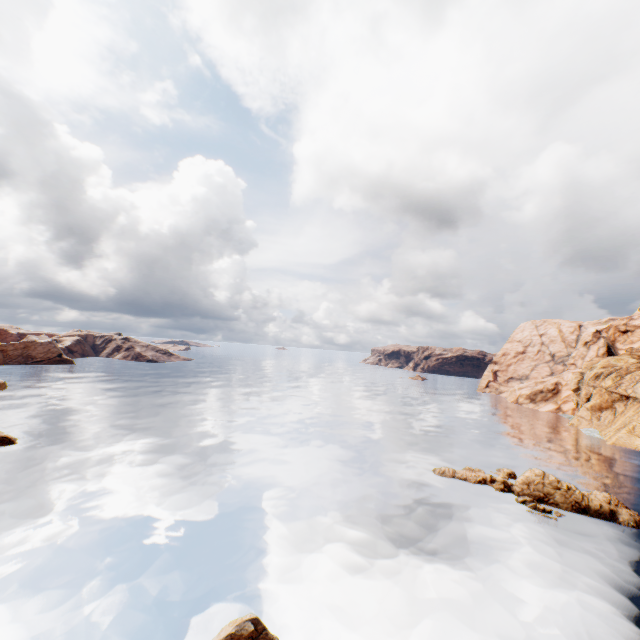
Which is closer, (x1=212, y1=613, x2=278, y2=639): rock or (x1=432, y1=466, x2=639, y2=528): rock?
(x1=212, y1=613, x2=278, y2=639): rock

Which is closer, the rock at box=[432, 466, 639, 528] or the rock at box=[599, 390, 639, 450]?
the rock at box=[432, 466, 639, 528]

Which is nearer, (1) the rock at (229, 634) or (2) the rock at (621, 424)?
(1) the rock at (229, 634)

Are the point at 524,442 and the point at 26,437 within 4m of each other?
no

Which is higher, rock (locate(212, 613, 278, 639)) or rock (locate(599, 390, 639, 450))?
rock (locate(599, 390, 639, 450))

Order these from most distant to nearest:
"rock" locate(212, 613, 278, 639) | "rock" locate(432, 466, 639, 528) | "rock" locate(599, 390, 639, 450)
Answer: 1. "rock" locate(599, 390, 639, 450)
2. "rock" locate(432, 466, 639, 528)
3. "rock" locate(212, 613, 278, 639)
